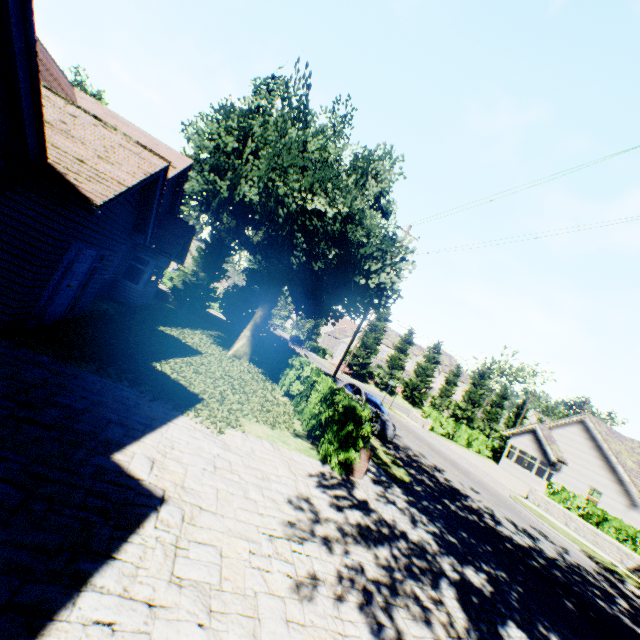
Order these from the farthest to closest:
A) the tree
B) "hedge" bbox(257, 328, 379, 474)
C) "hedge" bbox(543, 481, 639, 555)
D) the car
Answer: "hedge" bbox(543, 481, 639, 555) < the car < the tree < "hedge" bbox(257, 328, 379, 474)

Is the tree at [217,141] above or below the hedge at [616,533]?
above

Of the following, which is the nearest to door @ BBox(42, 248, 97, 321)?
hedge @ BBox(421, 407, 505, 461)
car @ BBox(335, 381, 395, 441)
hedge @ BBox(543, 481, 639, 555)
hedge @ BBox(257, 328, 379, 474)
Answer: hedge @ BBox(257, 328, 379, 474)

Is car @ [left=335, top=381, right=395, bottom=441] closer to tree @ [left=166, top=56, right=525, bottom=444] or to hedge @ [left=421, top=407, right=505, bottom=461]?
tree @ [left=166, top=56, right=525, bottom=444]

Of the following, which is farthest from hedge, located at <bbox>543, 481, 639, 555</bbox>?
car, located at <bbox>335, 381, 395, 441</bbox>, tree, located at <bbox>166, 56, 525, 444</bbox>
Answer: tree, located at <bbox>166, 56, 525, 444</bbox>

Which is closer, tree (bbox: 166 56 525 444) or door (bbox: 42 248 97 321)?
door (bbox: 42 248 97 321)

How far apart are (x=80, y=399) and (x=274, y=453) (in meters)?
4.07

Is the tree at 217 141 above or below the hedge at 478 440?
above
